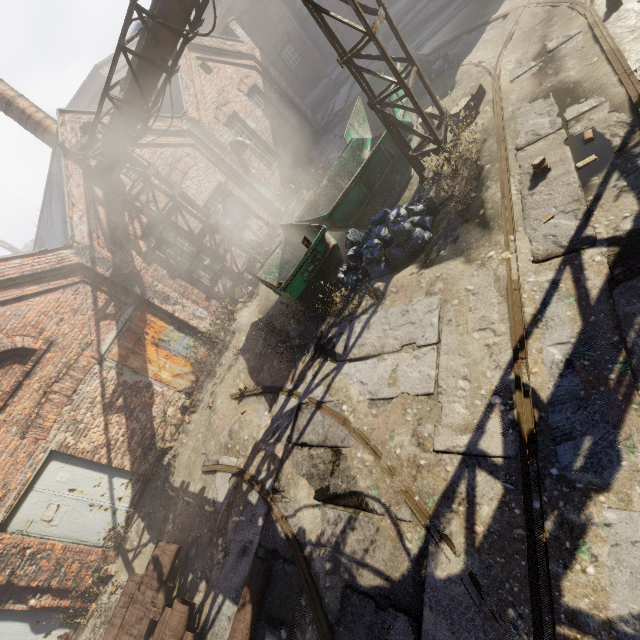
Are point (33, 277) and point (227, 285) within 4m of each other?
no

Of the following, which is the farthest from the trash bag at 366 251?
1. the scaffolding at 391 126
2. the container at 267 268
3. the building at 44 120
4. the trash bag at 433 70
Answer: the building at 44 120

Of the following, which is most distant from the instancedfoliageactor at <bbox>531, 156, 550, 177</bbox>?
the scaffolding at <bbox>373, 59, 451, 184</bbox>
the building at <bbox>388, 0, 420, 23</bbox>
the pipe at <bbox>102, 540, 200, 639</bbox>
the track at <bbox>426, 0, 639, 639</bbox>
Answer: the building at <bbox>388, 0, 420, 23</bbox>

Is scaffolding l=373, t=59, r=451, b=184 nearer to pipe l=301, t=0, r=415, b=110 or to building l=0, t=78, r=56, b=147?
pipe l=301, t=0, r=415, b=110

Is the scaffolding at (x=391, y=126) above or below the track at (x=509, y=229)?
above

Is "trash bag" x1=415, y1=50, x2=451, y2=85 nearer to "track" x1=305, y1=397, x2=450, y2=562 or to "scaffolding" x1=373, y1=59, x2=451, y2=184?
"track" x1=305, y1=397, x2=450, y2=562

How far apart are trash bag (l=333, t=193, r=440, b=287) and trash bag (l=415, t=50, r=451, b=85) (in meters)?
6.26

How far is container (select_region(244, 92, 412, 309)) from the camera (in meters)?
7.23
